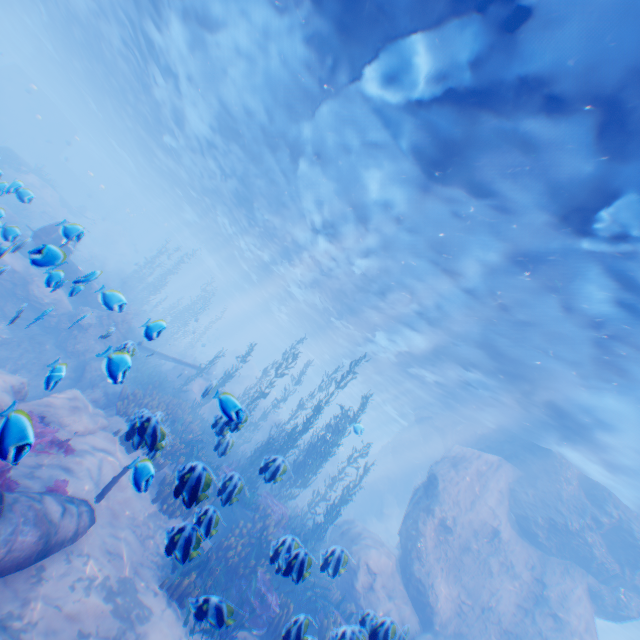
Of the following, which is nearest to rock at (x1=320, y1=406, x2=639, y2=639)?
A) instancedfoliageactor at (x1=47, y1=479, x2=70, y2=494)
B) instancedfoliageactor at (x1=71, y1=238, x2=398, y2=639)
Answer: instancedfoliageactor at (x1=71, y1=238, x2=398, y2=639)

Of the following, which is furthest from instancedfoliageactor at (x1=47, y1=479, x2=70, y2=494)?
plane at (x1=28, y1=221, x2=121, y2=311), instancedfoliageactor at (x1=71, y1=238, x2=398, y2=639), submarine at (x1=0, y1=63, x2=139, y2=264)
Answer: submarine at (x1=0, y1=63, x2=139, y2=264)

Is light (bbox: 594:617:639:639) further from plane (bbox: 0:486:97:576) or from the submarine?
plane (bbox: 0:486:97:576)

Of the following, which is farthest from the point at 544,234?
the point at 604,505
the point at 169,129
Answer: the point at 169,129

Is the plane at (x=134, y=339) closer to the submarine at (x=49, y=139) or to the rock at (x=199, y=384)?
the rock at (x=199, y=384)

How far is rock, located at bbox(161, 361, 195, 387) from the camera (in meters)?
20.30

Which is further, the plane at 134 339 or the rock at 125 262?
the rock at 125 262
